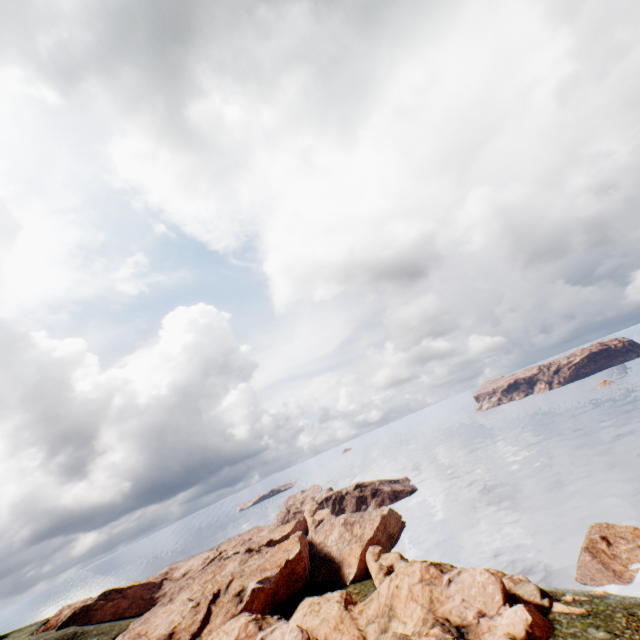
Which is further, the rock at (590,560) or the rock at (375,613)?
the rock at (590,560)

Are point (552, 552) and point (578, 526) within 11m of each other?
yes

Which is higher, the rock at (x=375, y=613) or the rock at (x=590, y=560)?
the rock at (x=375, y=613)

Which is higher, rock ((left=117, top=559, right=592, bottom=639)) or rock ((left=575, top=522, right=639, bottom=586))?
rock ((left=117, top=559, right=592, bottom=639))

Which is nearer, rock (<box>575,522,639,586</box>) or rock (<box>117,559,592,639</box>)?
rock (<box>117,559,592,639</box>)
